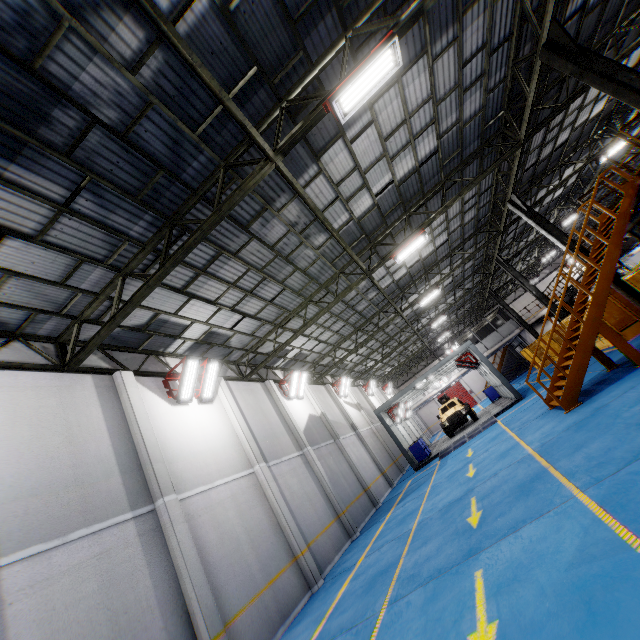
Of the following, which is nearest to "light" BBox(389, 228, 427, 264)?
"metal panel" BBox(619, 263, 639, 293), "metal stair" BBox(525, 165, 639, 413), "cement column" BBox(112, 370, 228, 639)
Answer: "metal stair" BBox(525, 165, 639, 413)

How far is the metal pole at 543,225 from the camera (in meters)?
14.48

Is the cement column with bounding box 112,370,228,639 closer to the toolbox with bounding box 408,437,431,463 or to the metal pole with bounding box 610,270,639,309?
the toolbox with bounding box 408,437,431,463

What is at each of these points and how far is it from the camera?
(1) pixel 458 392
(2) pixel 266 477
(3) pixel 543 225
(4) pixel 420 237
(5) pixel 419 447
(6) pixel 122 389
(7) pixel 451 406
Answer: (1) door, 45.6m
(2) cement column, 11.4m
(3) metal pole, 14.8m
(4) light, 12.8m
(5) toolbox, 20.7m
(6) cement column, 9.2m
(7) car, 23.9m

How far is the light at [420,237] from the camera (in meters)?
12.81

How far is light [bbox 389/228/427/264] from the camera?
12.8m

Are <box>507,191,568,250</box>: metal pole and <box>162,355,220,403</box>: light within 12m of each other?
no

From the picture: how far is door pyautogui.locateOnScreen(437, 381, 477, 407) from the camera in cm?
4472
